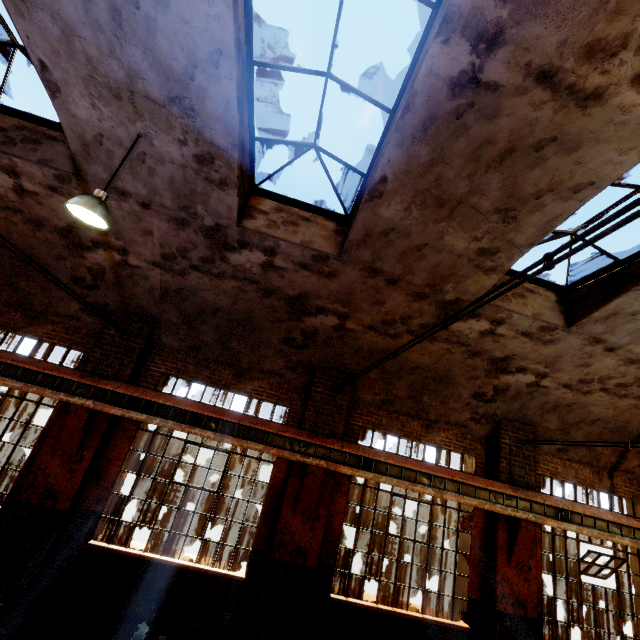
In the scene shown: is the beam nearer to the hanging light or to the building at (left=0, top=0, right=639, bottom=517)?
the building at (left=0, top=0, right=639, bottom=517)

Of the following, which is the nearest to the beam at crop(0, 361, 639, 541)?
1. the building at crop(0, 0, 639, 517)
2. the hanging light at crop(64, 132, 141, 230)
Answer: the building at crop(0, 0, 639, 517)

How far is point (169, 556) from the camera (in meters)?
6.60

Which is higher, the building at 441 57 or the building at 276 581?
the building at 441 57

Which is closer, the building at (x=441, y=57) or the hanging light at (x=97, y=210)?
the building at (x=441, y=57)

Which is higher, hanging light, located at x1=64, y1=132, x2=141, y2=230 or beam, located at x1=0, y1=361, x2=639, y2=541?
hanging light, located at x1=64, y1=132, x2=141, y2=230

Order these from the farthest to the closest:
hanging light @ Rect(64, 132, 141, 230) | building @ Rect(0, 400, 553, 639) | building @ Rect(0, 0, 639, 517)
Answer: building @ Rect(0, 400, 553, 639) < hanging light @ Rect(64, 132, 141, 230) < building @ Rect(0, 0, 639, 517)

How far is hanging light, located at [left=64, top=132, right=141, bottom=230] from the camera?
4.2m
